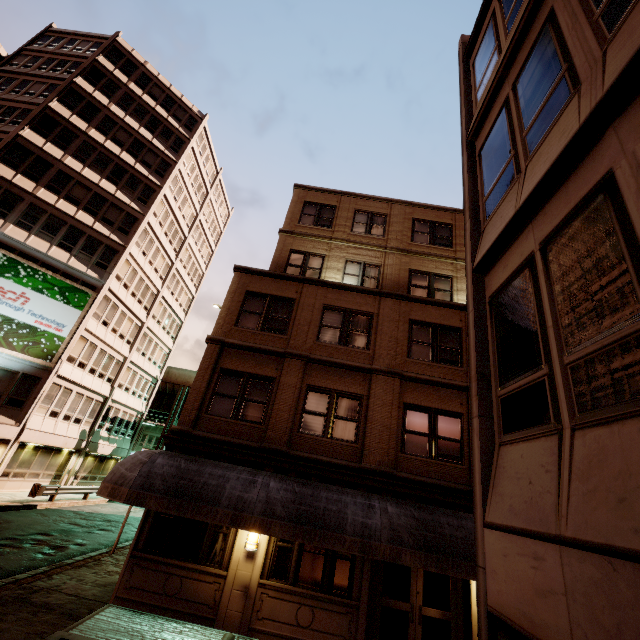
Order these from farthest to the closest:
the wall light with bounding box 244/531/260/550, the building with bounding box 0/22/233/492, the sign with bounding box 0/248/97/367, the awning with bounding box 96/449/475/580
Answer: the building with bounding box 0/22/233/492 → the sign with bounding box 0/248/97/367 → the wall light with bounding box 244/531/260/550 → the awning with bounding box 96/449/475/580

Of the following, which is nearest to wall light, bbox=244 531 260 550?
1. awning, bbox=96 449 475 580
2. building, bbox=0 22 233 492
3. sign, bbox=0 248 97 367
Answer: awning, bbox=96 449 475 580

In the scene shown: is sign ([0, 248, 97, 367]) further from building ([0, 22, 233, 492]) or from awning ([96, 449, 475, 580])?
awning ([96, 449, 475, 580])

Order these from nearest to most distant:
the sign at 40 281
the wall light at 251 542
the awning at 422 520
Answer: the awning at 422 520
the wall light at 251 542
the sign at 40 281

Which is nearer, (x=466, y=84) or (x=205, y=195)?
(x=466, y=84)

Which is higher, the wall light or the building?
the building

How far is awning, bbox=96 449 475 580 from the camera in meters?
8.4 m

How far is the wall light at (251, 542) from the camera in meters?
9.5
